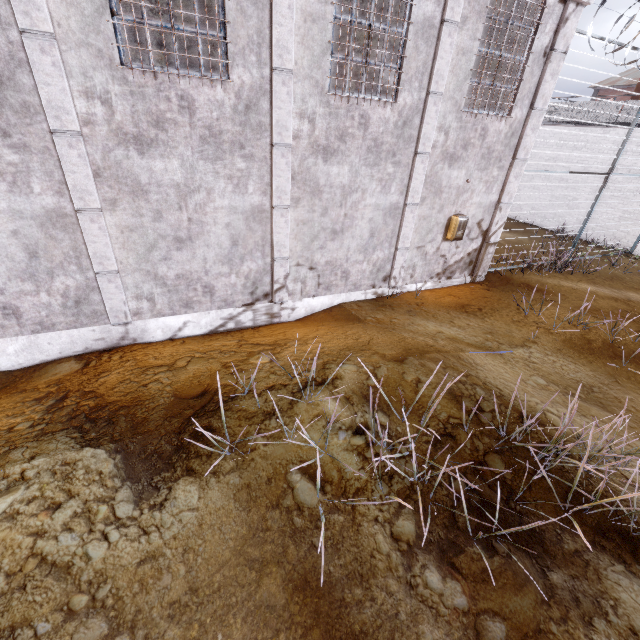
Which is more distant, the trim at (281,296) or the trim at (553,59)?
the trim at (553,59)

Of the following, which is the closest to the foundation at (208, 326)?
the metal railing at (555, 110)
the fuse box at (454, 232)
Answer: the fuse box at (454, 232)

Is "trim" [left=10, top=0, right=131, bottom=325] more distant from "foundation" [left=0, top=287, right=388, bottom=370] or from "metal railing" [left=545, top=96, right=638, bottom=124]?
"metal railing" [left=545, top=96, right=638, bottom=124]

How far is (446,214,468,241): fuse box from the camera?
7.7m

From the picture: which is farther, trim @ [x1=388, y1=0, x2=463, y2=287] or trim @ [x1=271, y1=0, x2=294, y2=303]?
trim @ [x1=388, y1=0, x2=463, y2=287]

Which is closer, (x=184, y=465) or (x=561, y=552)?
(x=561, y=552)

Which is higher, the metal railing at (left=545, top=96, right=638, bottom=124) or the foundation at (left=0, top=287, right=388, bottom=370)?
the metal railing at (left=545, top=96, right=638, bottom=124)
